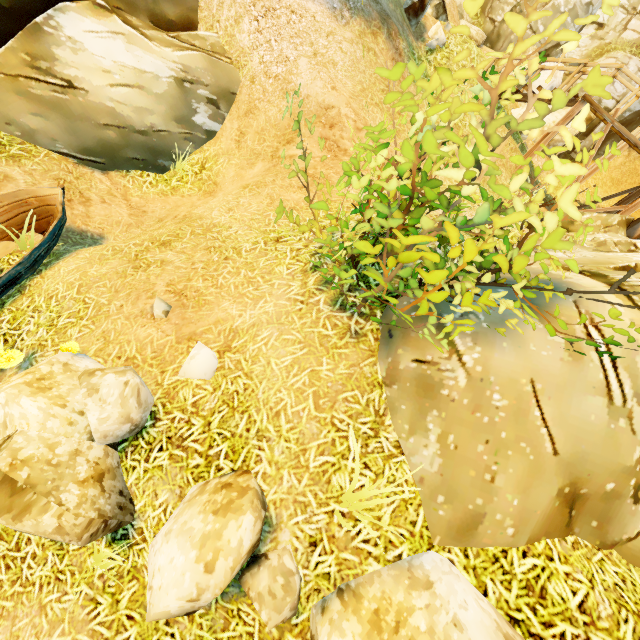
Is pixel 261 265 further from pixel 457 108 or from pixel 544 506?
pixel 544 506

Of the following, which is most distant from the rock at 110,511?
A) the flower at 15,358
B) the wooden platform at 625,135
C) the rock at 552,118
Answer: the rock at 552,118

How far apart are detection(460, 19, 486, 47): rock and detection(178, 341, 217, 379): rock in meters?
17.4

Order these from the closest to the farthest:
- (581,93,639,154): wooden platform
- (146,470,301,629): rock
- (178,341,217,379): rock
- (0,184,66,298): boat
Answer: (146,470,301,629): rock
(178,341,217,379): rock
(0,184,66,298): boat
(581,93,639,154): wooden platform

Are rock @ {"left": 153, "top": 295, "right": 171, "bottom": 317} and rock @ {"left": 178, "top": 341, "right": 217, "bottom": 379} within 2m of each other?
yes

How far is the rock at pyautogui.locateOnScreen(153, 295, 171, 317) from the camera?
3.9m

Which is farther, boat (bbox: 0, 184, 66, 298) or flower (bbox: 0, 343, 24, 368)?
boat (bbox: 0, 184, 66, 298)

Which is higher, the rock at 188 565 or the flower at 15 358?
the rock at 188 565
